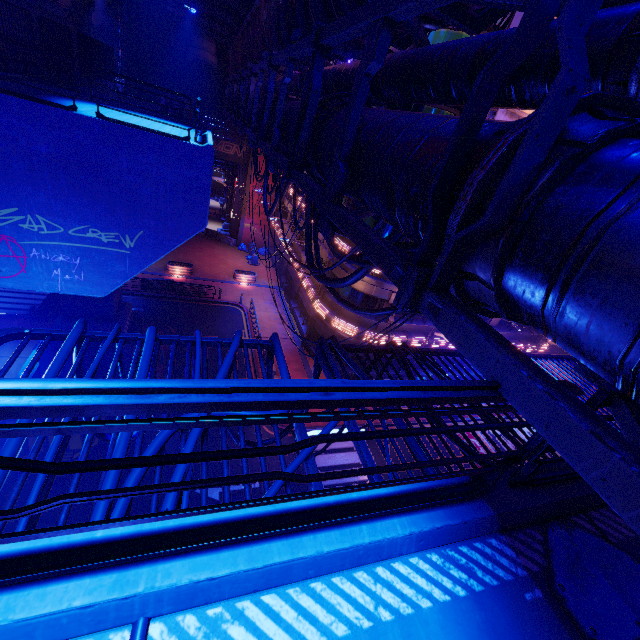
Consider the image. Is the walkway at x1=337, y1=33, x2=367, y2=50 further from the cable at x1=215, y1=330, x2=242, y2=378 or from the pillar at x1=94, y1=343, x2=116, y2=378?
the pillar at x1=94, y1=343, x2=116, y2=378

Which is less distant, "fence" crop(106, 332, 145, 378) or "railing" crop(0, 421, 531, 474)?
"railing" crop(0, 421, 531, 474)

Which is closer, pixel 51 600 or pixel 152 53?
pixel 51 600

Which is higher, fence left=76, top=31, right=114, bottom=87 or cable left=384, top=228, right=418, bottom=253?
fence left=76, top=31, right=114, bottom=87

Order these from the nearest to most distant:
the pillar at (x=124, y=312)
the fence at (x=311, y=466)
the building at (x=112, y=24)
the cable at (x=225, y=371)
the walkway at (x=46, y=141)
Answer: the fence at (x=311, y=466) < the cable at (x=225, y=371) < the walkway at (x=46, y=141) < the pillar at (x=124, y=312) < the building at (x=112, y=24)

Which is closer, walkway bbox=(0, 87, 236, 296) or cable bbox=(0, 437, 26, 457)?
cable bbox=(0, 437, 26, 457)

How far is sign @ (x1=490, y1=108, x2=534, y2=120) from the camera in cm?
1445

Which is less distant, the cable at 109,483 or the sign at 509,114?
the cable at 109,483
